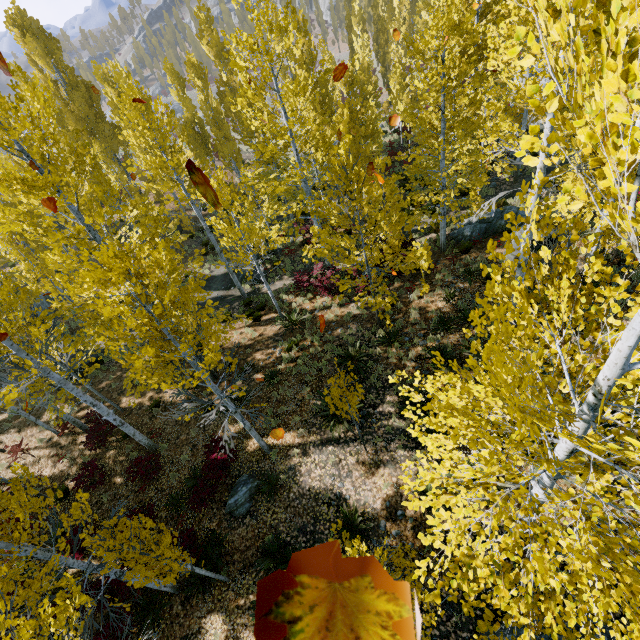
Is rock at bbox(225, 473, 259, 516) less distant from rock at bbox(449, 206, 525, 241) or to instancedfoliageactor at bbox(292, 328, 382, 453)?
instancedfoliageactor at bbox(292, 328, 382, 453)

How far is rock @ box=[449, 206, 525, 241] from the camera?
14.3 meters

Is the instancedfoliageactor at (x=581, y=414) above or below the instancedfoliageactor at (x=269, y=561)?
above

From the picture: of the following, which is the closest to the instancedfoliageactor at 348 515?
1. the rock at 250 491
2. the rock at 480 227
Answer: the rock at 250 491

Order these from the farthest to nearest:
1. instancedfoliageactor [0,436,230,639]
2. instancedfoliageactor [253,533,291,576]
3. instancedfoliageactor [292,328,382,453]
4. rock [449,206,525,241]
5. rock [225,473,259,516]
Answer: rock [449,206,525,241]
rock [225,473,259,516]
instancedfoliageactor [253,533,291,576]
instancedfoliageactor [292,328,382,453]
instancedfoliageactor [0,436,230,639]

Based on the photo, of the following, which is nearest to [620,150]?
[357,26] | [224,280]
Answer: [224,280]

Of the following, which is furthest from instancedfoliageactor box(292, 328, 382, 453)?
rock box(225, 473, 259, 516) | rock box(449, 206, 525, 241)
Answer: rock box(449, 206, 525, 241)
